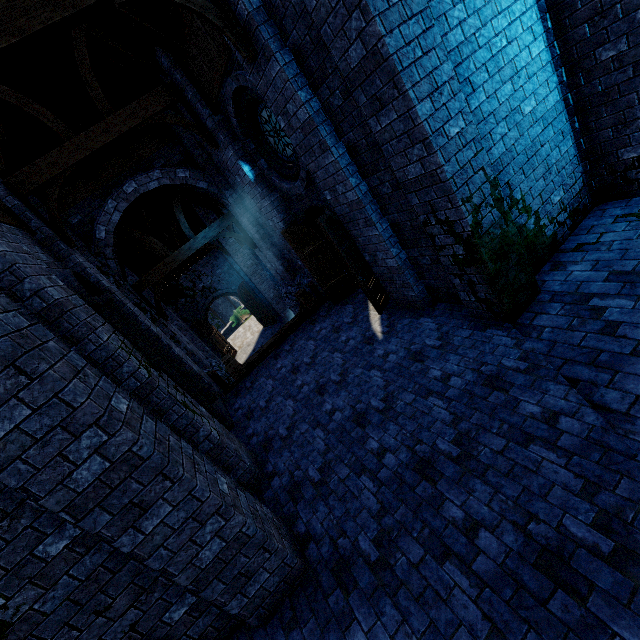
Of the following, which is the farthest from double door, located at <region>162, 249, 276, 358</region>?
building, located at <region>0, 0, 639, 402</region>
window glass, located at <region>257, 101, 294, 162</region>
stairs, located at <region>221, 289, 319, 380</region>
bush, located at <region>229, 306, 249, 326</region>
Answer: window glass, located at <region>257, 101, 294, 162</region>

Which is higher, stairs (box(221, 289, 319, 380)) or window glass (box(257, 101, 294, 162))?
window glass (box(257, 101, 294, 162))

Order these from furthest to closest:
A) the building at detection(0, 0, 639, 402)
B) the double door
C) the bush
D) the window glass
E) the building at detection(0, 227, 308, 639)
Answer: the bush < the double door < the window glass < the building at detection(0, 0, 639, 402) < the building at detection(0, 227, 308, 639)

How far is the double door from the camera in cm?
1955

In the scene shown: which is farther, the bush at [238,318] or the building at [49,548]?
the bush at [238,318]

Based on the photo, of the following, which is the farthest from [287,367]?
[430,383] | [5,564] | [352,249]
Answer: [5,564]

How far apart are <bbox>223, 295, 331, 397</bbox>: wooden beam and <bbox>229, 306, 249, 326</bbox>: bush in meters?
18.9 m

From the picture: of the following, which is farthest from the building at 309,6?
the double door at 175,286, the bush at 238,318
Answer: the bush at 238,318
